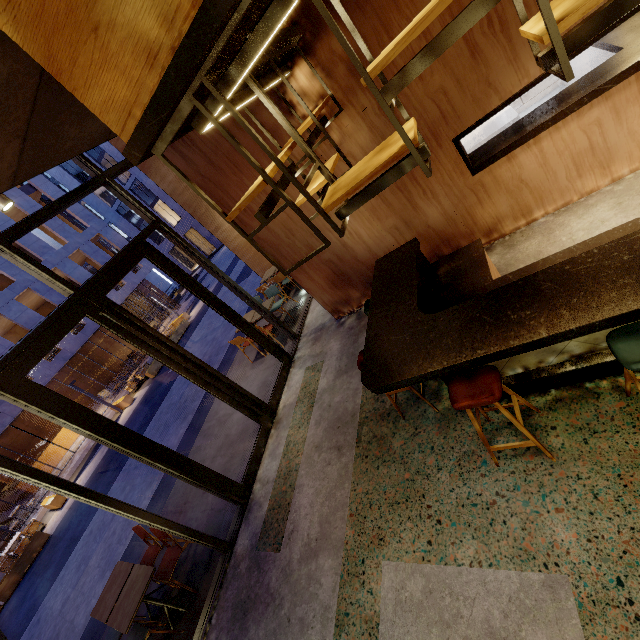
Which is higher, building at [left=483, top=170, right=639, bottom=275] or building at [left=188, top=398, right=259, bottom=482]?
building at [left=188, top=398, right=259, bottom=482]

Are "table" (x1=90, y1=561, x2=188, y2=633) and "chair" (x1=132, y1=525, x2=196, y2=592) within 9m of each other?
yes

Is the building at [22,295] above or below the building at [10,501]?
above

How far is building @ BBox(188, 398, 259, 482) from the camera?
5.8m

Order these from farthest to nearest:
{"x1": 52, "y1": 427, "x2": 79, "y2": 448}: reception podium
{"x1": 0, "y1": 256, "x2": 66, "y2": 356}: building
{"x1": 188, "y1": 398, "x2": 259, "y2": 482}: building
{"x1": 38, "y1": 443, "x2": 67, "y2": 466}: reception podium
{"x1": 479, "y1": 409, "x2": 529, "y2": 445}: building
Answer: {"x1": 52, "y1": 427, "x2": 79, "y2": 448}: reception podium < {"x1": 38, "y1": 443, "x2": 67, "y2": 466}: reception podium < {"x1": 0, "y1": 256, "x2": 66, "y2": 356}: building < {"x1": 188, "y1": 398, "x2": 259, "y2": 482}: building < {"x1": 479, "y1": 409, "x2": 529, "y2": 445}: building

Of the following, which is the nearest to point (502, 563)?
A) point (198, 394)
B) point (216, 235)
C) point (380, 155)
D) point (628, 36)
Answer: point (380, 155)

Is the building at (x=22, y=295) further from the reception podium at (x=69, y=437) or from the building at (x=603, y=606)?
the building at (x=603, y=606)

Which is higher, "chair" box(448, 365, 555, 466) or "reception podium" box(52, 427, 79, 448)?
"chair" box(448, 365, 555, 466)
